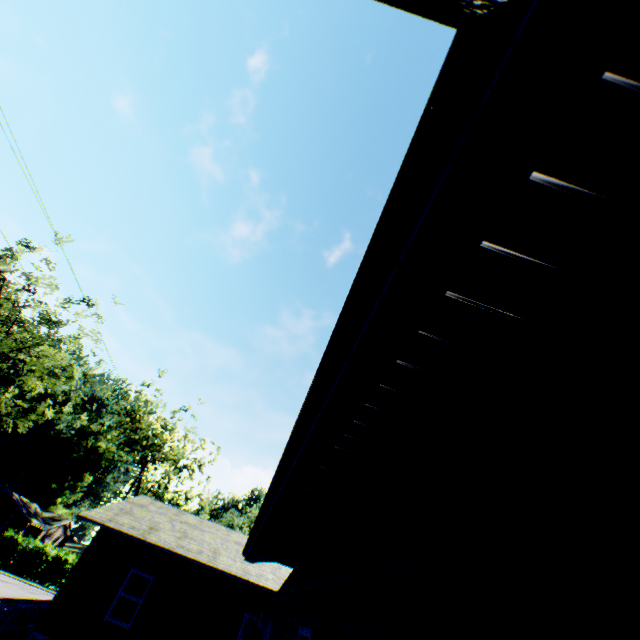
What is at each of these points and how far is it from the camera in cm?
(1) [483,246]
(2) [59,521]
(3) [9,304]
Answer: (1) house, 109
(2) house, 4916
(3) tree, 2662

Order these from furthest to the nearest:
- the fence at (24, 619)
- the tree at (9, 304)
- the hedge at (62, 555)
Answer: the hedge at (62, 555)
the tree at (9, 304)
the fence at (24, 619)

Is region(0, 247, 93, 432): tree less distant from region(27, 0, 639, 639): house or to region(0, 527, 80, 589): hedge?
region(0, 527, 80, 589): hedge

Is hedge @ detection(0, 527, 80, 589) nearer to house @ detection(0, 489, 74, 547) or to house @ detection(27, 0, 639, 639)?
house @ detection(0, 489, 74, 547)

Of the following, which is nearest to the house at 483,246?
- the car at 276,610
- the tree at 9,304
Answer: the car at 276,610

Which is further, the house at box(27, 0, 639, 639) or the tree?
the tree

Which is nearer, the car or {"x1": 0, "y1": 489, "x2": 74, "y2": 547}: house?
the car

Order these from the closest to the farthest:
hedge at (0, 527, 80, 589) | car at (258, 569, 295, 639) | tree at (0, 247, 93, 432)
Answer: car at (258, 569, 295, 639) → tree at (0, 247, 93, 432) → hedge at (0, 527, 80, 589)
